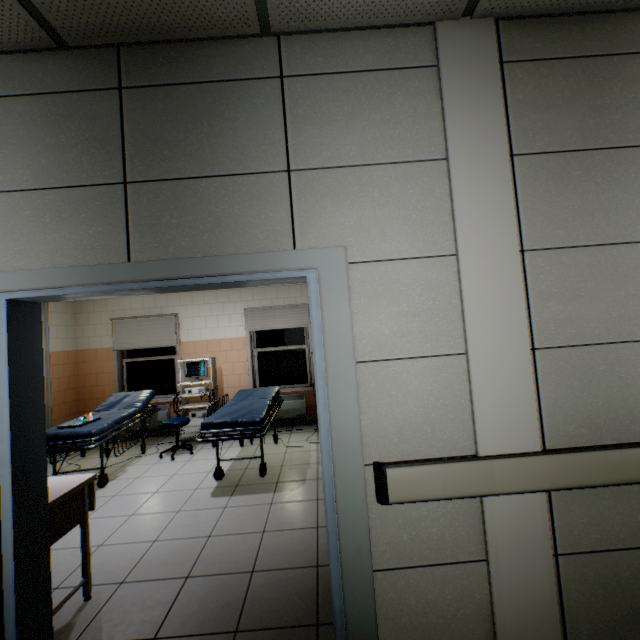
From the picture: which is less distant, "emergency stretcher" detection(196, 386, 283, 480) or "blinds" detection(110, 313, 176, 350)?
"emergency stretcher" detection(196, 386, 283, 480)

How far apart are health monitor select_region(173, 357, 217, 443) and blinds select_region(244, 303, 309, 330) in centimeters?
93cm

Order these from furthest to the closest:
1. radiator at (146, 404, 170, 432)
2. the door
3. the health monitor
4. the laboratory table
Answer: radiator at (146, 404, 170, 432) < the health monitor < the laboratory table < the door

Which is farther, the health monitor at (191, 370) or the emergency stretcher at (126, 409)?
the health monitor at (191, 370)

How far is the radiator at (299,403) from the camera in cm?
627

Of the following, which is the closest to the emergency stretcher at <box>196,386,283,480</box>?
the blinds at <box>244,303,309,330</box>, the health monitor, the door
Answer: the health monitor

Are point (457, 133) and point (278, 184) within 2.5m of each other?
yes

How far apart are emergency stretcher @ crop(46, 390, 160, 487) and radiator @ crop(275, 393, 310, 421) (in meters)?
1.94
